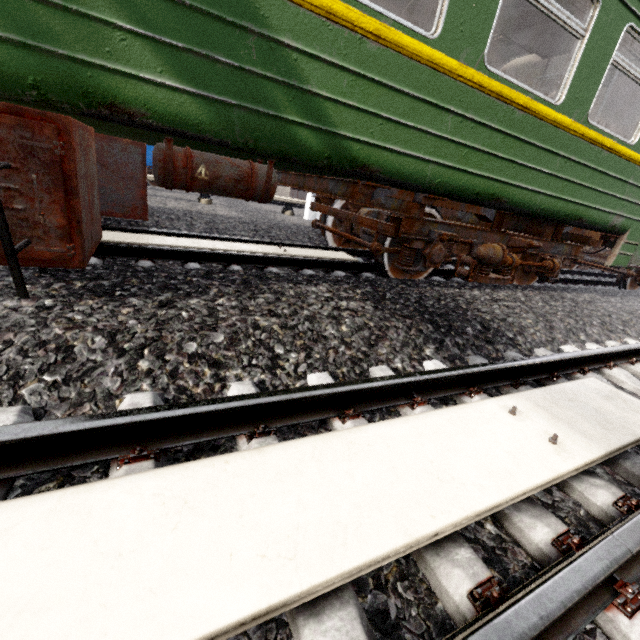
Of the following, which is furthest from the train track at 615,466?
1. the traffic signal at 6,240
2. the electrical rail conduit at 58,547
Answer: the traffic signal at 6,240

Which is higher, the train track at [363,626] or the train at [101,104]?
the train at [101,104]

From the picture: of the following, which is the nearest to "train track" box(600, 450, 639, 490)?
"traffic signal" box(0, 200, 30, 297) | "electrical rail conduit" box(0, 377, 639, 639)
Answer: "electrical rail conduit" box(0, 377, 639, 639)

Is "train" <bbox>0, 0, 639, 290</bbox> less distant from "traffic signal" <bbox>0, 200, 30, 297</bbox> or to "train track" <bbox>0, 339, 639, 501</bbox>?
"traffic signal" <bbox>0, 200, 30, 297</bbox>

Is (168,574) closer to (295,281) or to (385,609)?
(385,609)

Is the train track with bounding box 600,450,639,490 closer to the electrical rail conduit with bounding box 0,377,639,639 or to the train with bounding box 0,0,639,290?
the electrical rail conduit with bounding box 0,377,639,639

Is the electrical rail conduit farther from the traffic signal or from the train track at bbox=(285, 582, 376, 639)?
the traffic signal
